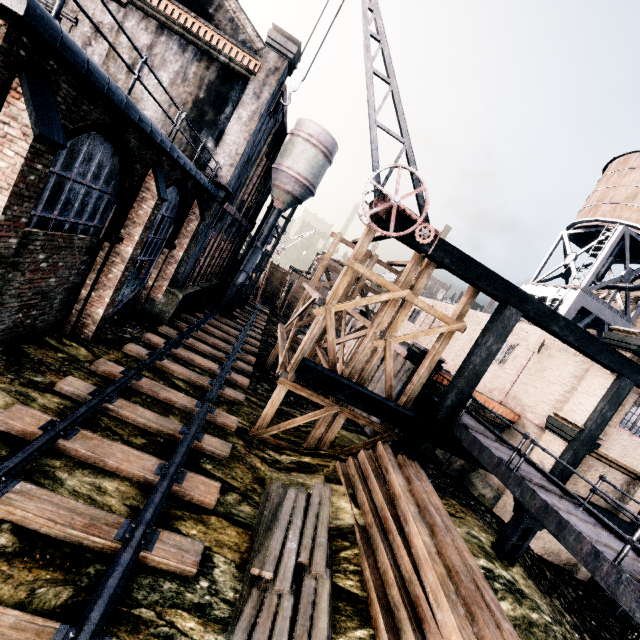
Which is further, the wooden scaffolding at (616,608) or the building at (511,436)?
the building at (511,436)

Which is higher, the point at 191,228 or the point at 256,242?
the point at 256,242

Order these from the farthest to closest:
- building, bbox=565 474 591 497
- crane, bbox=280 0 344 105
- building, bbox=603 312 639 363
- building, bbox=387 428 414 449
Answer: building, bbox=387 428 414 449 → building, bbox=565 474 591 497 → building, bbox=603 312 639 363 → crane, bbox=280 0 344 105

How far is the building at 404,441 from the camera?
16.2m

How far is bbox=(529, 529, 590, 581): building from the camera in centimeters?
1483cm

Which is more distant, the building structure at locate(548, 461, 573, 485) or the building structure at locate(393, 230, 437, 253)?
the building structure at locate(548, 461, 573, 485)

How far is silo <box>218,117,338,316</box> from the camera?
25.5 meters
